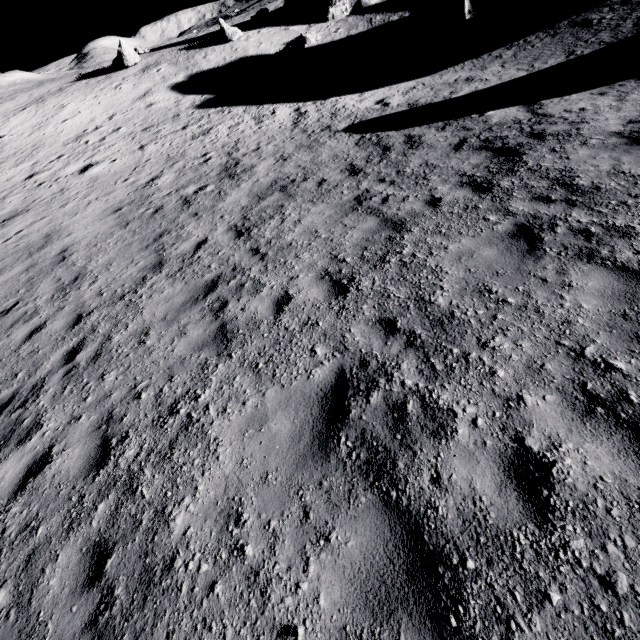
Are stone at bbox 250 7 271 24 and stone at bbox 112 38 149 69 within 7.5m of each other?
no

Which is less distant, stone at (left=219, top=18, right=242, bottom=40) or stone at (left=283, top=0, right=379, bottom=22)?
stone at (left=219, top=18, right=242, bottom=40)

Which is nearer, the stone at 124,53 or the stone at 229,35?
the stone at 124,53

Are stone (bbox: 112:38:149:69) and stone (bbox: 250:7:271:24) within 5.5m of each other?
no

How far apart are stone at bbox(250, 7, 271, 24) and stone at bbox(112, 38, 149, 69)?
11.2m

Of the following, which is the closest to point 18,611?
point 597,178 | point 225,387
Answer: point 225,387

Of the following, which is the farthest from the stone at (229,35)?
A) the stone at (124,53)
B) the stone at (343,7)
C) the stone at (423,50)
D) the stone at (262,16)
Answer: the stone at (423,50)

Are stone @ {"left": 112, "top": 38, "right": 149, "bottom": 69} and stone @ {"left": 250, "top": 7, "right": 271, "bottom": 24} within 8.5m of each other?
no
